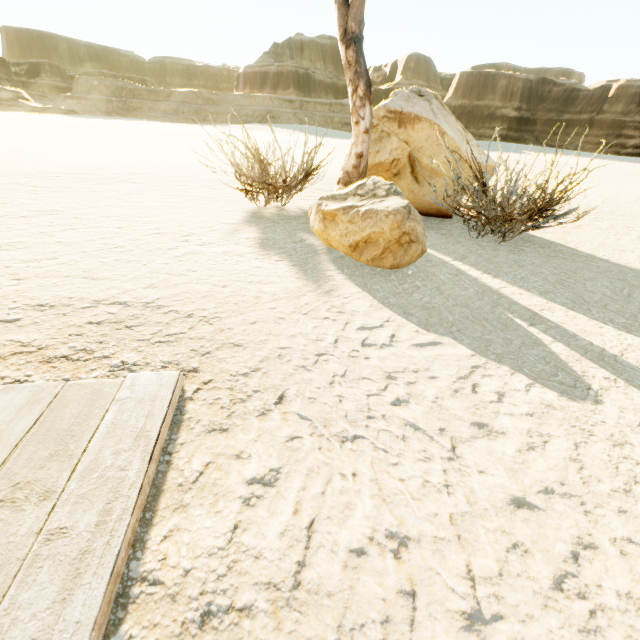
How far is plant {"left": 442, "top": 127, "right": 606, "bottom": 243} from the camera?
3.1 meters

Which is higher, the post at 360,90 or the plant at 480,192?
the post at 360,90

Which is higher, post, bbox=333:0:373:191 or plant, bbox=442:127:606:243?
post, bbox=333:0:373:191

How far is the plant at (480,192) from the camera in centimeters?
312cm

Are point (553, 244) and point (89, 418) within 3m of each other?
no
